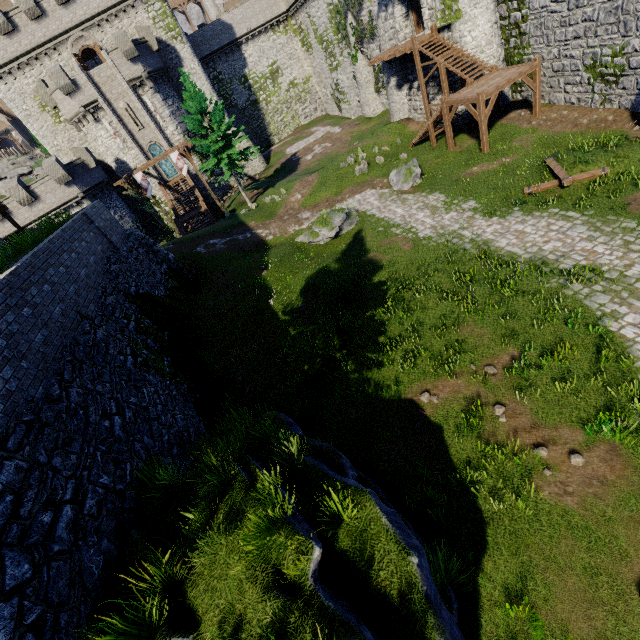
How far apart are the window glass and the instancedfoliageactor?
13.0m

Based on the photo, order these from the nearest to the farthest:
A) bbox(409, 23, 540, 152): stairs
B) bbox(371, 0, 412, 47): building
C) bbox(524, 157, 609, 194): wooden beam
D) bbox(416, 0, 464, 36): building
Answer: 1. bbox(524, 157, 609, 194): wooden beam
2. bbox(409, 23, 540, 152): stairs
3. bbox(416, 0, 464, 36): building
4. bbox(371, 0, 412, 47): building

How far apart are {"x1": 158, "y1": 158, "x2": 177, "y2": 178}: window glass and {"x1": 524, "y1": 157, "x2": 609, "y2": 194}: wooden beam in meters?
37.1 m

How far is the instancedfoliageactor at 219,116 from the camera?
25.9m

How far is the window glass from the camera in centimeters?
3731cm

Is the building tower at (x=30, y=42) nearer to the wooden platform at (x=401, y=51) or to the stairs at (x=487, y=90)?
the wooden platform at (x=401, y=51)

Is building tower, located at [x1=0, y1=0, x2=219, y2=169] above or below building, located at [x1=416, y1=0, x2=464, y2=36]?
above

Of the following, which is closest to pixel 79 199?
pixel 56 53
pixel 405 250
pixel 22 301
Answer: pixel 56 53
